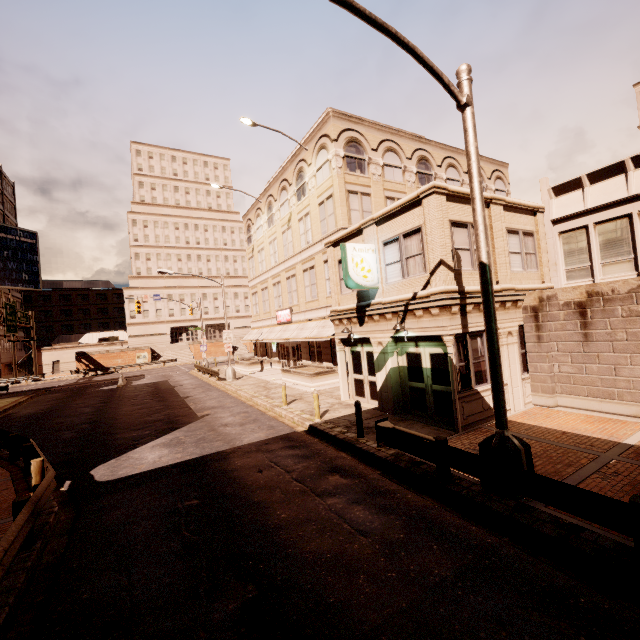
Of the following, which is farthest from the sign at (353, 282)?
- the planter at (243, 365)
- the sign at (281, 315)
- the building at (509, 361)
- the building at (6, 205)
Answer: the building at (6, 205)

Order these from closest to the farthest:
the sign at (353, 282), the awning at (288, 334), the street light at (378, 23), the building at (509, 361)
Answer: the street light at (378, 23) → the building at (509, 361) → the sign at (353, 282) → the awning at (288, 334)

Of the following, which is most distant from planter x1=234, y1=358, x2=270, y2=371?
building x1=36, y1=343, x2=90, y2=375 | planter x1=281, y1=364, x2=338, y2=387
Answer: building x1=36, y1=343, x2=90, y2=375

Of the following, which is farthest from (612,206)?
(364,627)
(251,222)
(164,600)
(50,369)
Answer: (50,369)

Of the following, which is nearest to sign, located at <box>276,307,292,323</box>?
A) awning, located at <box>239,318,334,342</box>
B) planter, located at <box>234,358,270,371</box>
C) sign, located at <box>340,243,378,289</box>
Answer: awning, located at <box>239,318,334,342</box>

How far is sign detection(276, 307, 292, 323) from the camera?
29.2 meters

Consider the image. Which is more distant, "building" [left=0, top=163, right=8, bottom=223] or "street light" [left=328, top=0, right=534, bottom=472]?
"building" [left=0, top=163, right=8, bottom=223]

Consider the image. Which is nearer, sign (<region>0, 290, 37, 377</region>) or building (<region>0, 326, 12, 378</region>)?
sign (<region>0, 290, 37, 377</region>)
